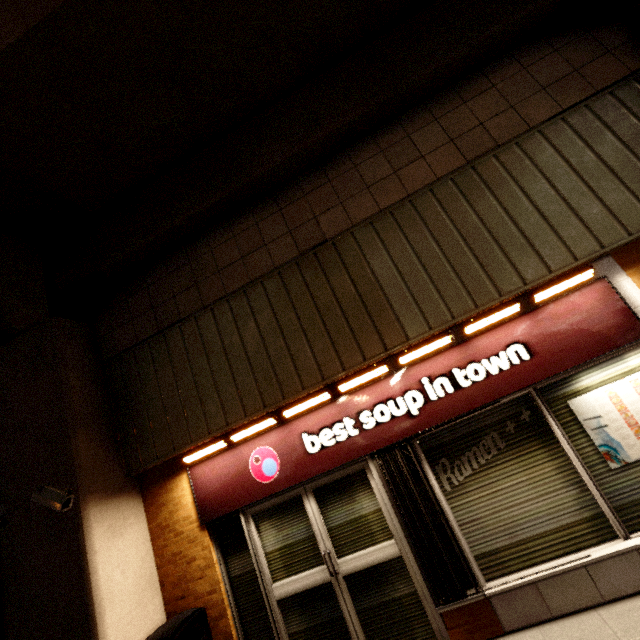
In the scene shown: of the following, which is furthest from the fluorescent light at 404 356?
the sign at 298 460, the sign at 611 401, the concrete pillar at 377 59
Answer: the concrete pillar at 377 59

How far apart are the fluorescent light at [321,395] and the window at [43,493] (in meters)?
2.66

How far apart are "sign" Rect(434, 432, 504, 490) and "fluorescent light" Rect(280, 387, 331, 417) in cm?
149

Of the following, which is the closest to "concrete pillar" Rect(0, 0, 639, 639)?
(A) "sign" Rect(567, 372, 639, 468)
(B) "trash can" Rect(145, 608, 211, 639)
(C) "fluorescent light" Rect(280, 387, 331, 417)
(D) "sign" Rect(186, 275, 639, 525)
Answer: (B) "trash can" Rect(145, 608, 211, 639)

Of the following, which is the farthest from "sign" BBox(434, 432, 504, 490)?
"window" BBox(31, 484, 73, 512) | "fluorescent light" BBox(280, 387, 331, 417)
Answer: "window" BBox(31, 484, 73, 512)

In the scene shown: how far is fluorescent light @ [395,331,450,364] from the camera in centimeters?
389cm

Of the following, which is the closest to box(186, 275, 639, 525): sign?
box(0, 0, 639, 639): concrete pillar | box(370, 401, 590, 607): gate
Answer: box(370, 401, 590, 607): gate

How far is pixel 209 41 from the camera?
3.8 meters
